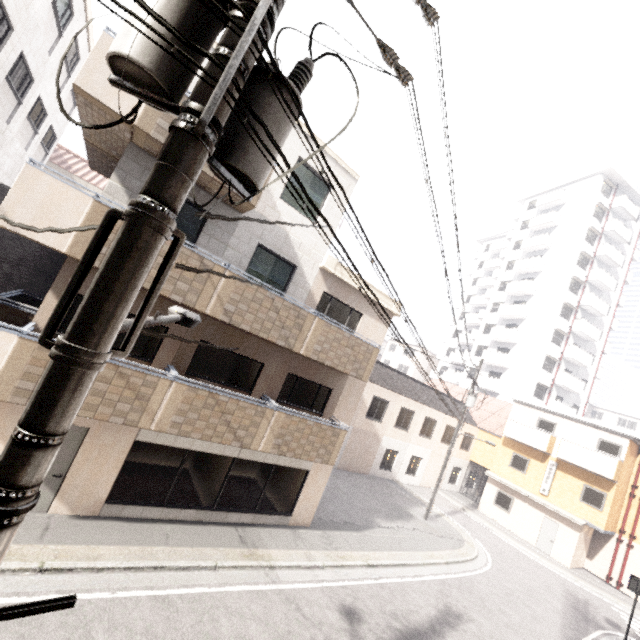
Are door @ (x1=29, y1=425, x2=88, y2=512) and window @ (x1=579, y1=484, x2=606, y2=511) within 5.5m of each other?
no

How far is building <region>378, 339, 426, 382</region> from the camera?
51.6 meters

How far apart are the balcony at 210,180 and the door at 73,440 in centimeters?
657cm

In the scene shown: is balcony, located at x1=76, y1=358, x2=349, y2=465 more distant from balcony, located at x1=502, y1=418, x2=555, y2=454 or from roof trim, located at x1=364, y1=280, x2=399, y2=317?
balcony, located at x1=502, y1=418, x2=555, y2=454

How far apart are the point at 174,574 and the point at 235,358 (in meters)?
5.32

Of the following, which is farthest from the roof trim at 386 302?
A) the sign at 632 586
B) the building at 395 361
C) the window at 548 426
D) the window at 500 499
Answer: the building at 395 361

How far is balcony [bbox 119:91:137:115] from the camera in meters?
6.5

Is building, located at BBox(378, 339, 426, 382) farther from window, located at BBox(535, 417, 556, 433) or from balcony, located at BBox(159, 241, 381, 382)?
balcony, located at BBox(159, 241, 381, 382)
